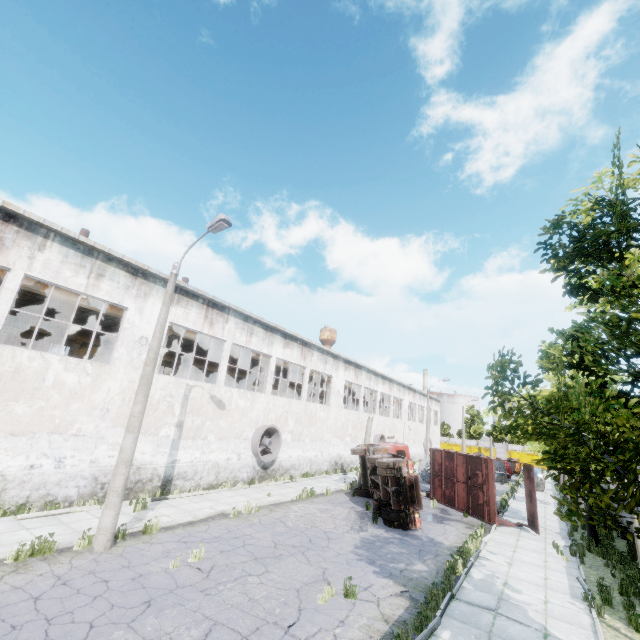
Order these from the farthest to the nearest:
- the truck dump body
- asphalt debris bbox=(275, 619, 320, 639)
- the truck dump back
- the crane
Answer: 1. the crane
2. the truck dump body
3. the truck dump back
4. asphalt debris bbox=(275, 619, 320, 639)

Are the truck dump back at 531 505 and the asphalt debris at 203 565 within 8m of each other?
no

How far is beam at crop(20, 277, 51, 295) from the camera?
13.8m

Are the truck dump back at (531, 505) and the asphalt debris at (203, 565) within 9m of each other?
no

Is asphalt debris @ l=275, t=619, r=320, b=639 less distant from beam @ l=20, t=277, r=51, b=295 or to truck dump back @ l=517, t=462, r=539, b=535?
truck dump back @ l=517, t=462, r=539, b=535

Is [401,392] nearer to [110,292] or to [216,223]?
[110,292]

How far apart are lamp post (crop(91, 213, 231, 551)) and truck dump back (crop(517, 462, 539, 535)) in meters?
17.5

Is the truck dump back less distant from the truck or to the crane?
the truck
